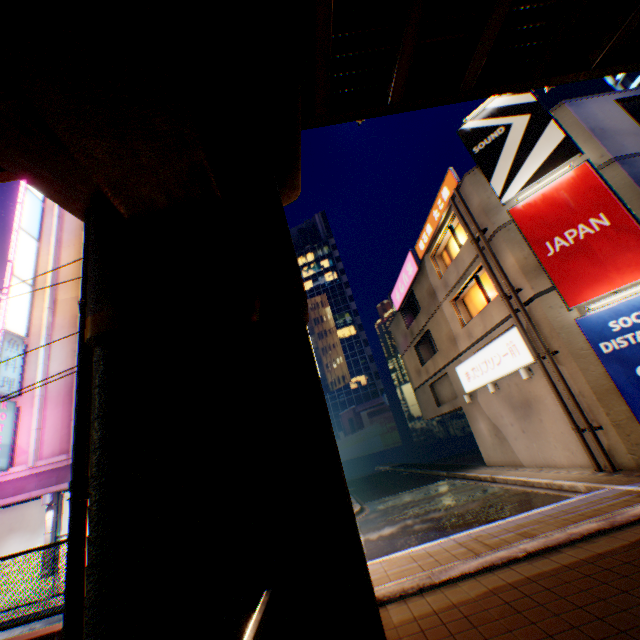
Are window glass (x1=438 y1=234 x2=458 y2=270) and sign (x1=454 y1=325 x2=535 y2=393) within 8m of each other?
yes

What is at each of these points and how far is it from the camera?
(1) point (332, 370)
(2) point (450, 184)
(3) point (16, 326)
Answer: (1) building, 43.8m
(2) sign, 14.6m
(3) sign, 17.6m

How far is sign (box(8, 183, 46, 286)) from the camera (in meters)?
18.70

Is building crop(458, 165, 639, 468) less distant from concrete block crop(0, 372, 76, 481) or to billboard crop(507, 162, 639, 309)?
billboard crop(507, 162, 639, 309)

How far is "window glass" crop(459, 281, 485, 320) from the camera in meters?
15.5 m

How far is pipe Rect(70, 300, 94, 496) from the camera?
4.13m

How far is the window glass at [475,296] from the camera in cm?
1554

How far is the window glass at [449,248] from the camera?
16.8m
